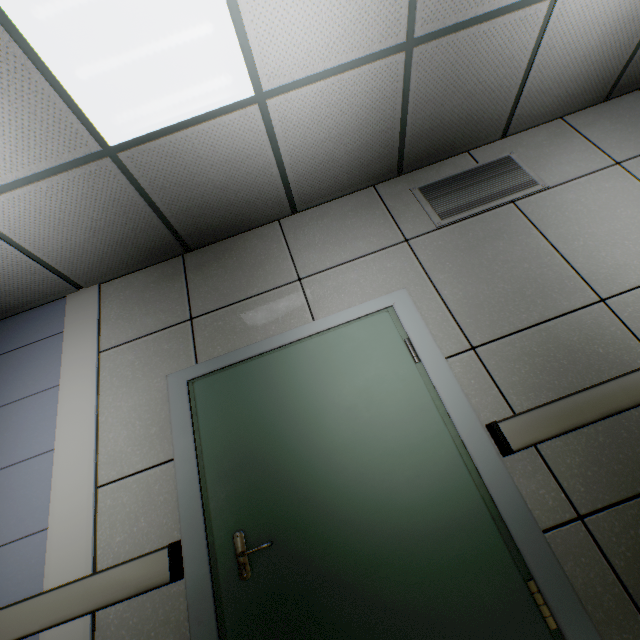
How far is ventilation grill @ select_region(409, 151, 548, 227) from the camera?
2.60m

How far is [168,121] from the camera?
1.96m

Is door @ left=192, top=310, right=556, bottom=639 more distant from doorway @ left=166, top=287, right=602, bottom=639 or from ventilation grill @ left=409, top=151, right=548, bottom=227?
ventilation grill @ left=409, top=151, right=548, bottom=227

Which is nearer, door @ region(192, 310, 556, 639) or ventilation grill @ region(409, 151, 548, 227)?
door @ region(192, 310, 556, 639)

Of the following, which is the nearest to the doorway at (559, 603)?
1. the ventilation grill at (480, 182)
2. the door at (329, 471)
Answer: the door at (329, 471)

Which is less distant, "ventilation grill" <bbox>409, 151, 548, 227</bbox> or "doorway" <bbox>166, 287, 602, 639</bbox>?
"doorway" <bbox>166, 287, 602, 639</bbox>

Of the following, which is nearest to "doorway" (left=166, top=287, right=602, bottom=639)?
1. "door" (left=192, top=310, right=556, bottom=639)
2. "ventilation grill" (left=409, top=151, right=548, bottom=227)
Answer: "door" (left=192, top=310, right=556, bottom=639)
